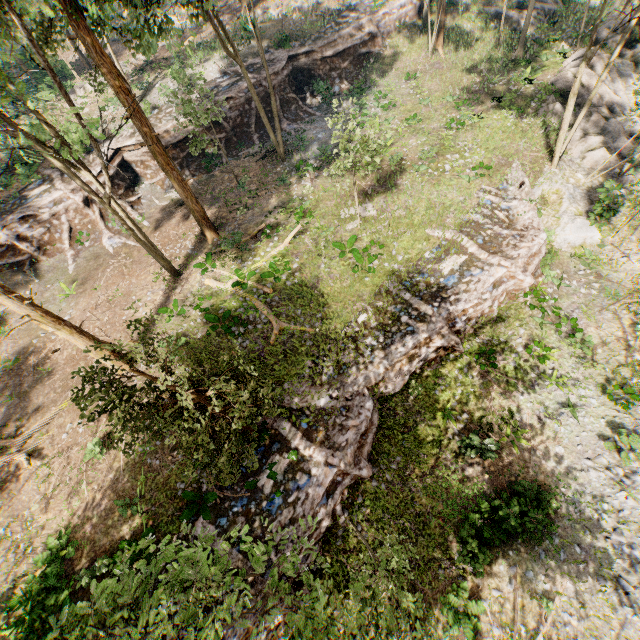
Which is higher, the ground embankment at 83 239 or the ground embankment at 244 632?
the ground embankment at 83 239

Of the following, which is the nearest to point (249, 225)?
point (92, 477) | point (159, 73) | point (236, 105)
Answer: point (236, 105)

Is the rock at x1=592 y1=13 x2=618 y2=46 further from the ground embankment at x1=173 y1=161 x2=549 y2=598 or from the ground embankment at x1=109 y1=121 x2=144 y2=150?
the ground embankment at x1=109 y1=121 x2=144 y2=150

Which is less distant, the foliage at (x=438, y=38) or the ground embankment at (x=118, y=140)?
the ground embankment at (x=118, y=140)

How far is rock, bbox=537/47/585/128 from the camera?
21.0 meters

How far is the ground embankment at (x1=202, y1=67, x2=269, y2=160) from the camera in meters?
25.6 m

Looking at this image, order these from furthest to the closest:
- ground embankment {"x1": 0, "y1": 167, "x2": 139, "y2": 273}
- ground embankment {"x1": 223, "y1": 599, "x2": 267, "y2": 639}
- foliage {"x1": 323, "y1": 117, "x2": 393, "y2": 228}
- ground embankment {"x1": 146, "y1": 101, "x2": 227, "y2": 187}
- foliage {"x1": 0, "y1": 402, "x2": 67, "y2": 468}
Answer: ground embankment {"x1": 146, "y1": 101, "x2": 227, "y2": 187} → ground embankment {"x1": 0, "y1": 167, "x2": 139, "y2": 273} → foliage {"x1": 0, "y1": 402, "x2": 67, "y2": 468} → foliage {"x1": 323, "y1": 117, "x2": 393, "y2": 228} → ground embankment {"x1": 223, "y1": 599, "x2": 267, "y2": 639}

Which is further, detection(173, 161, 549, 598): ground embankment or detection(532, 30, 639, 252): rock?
detection(532, 30, 639, 252): rock
